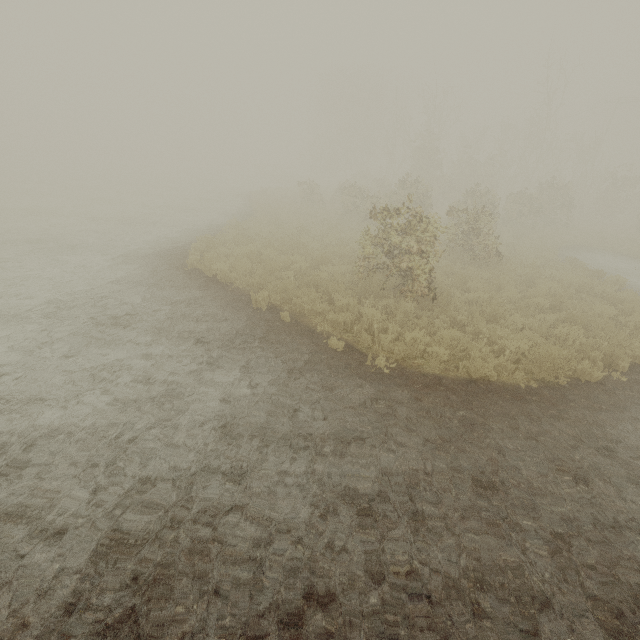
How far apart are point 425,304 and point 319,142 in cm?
4785

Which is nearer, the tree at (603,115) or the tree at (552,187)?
the tree at (552,187)

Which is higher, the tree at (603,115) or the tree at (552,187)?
the tree at (603,115)

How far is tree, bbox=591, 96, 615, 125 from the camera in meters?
57.6 m

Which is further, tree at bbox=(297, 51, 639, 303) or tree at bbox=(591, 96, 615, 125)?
tree at bbox=(591, 96, 615, 125)

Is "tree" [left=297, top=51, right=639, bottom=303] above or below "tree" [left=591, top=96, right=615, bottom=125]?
below
